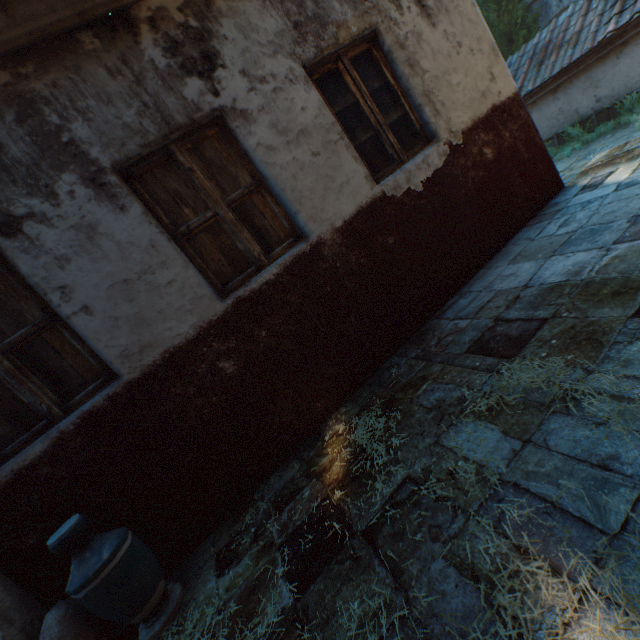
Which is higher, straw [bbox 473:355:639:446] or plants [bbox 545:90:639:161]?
straw [bbox 473:355:639:446]

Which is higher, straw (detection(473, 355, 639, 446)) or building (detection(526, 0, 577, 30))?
building (detection(526, 0, 577, 30))

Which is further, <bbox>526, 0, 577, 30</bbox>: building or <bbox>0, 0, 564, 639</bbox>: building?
<bbox>526, 0, 577, 30</bbox>: building

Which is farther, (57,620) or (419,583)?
(57,620)

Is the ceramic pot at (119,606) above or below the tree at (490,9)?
below

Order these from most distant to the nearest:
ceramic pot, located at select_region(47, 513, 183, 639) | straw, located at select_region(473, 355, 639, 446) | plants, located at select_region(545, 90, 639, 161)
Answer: plants, located at select_region(545, 90, 639, 161), ceramic pot, located at select_region(47, 513, 183, 639), straw, located at select_region(473, 355, 639, 446)

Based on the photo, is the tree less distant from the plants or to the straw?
the plants

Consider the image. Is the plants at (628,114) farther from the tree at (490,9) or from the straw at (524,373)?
the straw at (524,373)
